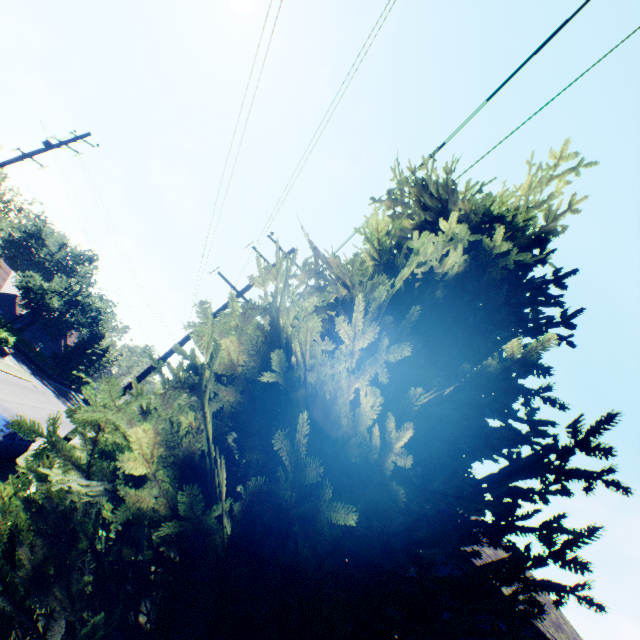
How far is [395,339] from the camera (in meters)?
1.88

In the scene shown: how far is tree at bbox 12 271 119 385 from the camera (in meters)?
47.42

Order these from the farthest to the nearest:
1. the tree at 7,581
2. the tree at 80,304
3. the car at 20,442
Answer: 1. the tree at 80,304
2. the car at 20,442
3. the tree at 7,581

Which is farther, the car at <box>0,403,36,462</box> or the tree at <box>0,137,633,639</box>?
the car at <box>0,403,36,462</box>

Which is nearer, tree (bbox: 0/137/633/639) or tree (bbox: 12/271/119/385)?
tree (bbox: 0/137/633/639)

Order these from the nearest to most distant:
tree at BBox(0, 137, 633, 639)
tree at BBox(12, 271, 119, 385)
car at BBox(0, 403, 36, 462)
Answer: tree at BBox(0, 137, 633, 639) < car at BBox(0, 403, 36, 462) < tree at BBox(12, 271, 119, 385)

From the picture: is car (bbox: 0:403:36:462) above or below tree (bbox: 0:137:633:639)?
below

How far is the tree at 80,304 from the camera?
Result: 47.4m
